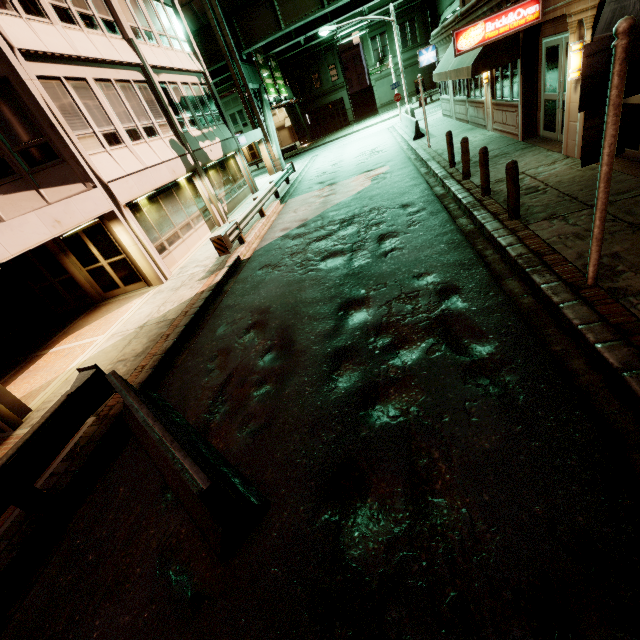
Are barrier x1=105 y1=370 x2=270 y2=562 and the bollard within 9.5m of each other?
yes

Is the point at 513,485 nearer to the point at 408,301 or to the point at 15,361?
the point at 408,301

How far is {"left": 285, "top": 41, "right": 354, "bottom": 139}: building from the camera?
42.0 meters

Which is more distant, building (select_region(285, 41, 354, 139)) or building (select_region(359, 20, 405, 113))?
building (select_region(285, 41, 354, 139))

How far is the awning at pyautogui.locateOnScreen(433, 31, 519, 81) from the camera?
10.35m

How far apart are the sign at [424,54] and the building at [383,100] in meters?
24.8 m

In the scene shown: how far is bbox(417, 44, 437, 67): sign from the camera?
20.6m

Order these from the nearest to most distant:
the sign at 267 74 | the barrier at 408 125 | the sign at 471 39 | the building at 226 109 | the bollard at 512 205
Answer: the bollard at 512 205 < the sign at 471 39 < the building at 226 109 < the barrier at 408 125 < the sign at 267 74
